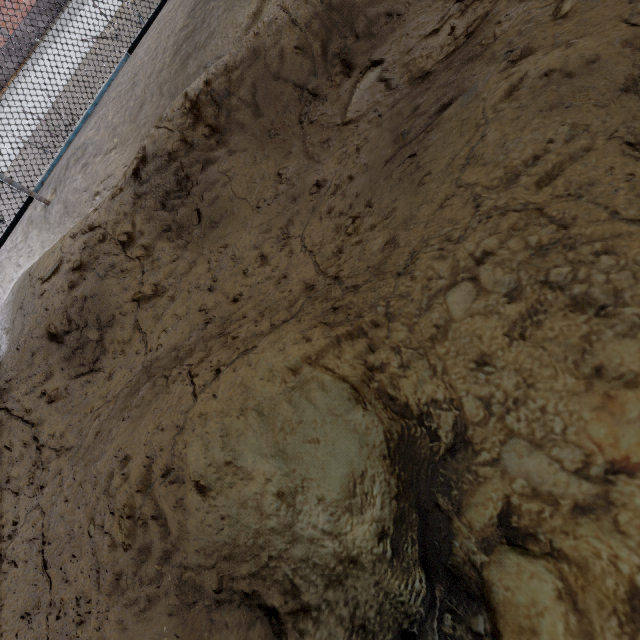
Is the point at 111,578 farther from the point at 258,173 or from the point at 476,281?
the point at 258,173
